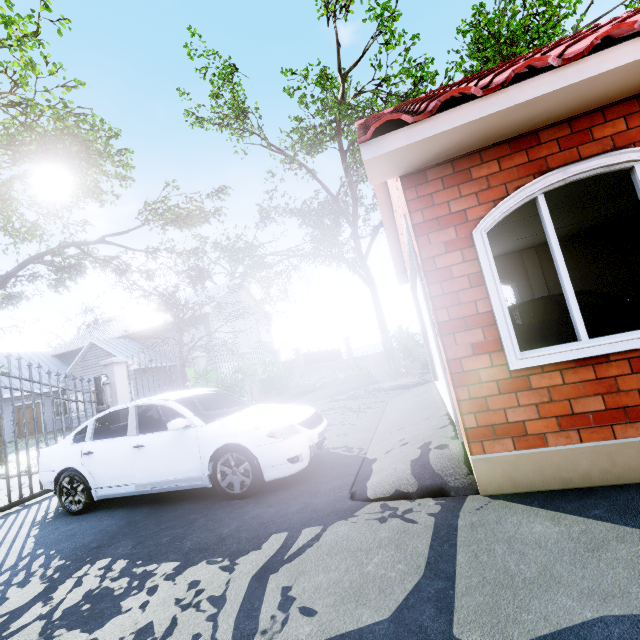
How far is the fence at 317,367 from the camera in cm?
1933

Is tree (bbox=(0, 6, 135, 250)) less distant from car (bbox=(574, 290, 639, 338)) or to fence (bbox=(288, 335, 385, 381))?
fence (bbox=(288, 335, 385, 381))

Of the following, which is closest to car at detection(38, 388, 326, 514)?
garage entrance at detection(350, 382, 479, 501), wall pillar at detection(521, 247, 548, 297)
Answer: garage entrance at detection(350, 382, 479, 501)

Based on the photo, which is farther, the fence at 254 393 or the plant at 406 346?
the plant at 406 346

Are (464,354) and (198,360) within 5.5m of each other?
no

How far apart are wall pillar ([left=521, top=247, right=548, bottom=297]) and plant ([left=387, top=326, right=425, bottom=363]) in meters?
7.3

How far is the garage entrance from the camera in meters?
3.1

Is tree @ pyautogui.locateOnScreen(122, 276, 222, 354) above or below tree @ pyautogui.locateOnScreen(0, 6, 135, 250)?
below
